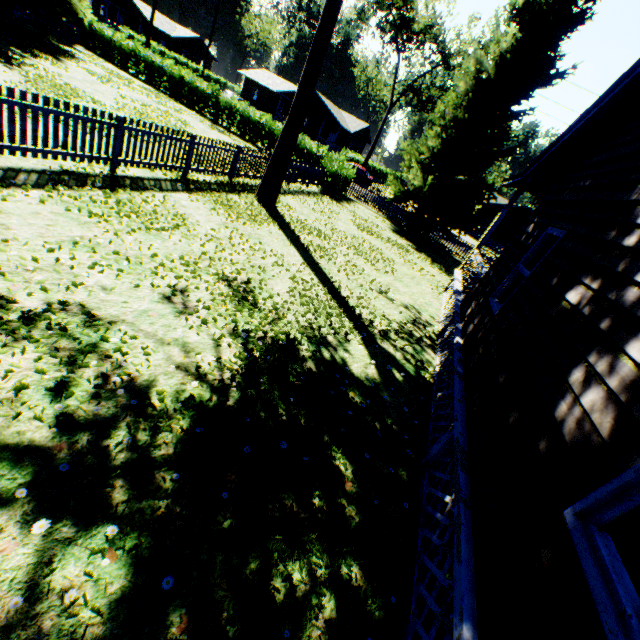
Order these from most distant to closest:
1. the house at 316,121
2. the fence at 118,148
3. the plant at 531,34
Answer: the house at 316,121 < the plant at 531,34 < the fence at 118,148

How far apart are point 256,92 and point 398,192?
50.1m

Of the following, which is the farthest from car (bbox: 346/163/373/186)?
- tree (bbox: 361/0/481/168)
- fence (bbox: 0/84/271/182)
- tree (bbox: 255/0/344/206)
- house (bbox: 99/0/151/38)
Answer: house (bbox: 99/0/151/38)

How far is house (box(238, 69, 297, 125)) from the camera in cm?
4801

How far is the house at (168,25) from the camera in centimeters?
5525cm

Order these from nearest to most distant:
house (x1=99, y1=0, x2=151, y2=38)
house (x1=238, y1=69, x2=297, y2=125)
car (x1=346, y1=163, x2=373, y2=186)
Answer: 1. car (x1=346, y1=163, x2=373, y2=186)
2. house (x1=238, y1=69, x2=297, y2=125)
3. house (x1=99, y1=0, x2=151, y2=38)

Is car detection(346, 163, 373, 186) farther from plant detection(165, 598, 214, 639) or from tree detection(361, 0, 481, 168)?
plant detection(165, 598, 214, 639)

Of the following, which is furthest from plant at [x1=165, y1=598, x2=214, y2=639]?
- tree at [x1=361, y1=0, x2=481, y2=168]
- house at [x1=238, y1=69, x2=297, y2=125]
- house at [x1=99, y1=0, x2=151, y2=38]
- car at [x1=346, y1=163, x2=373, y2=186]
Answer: house at [x1=238, y1=69, x2=297, y2=125]
